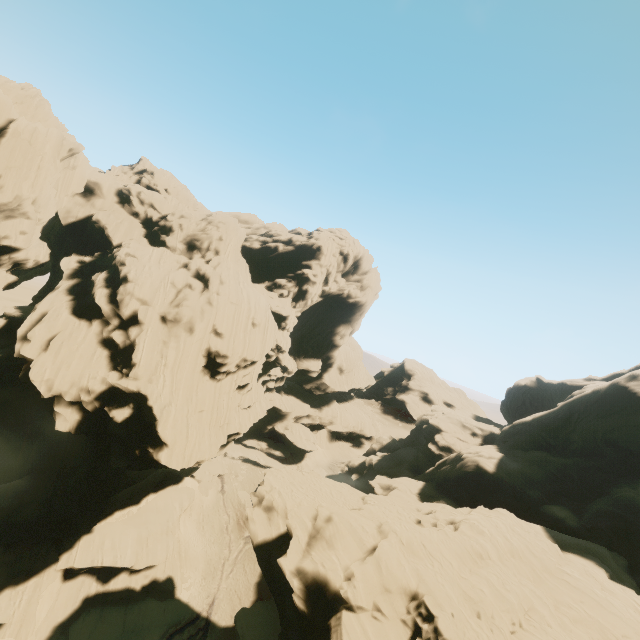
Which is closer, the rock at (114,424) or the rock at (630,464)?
the rock at (630,464)

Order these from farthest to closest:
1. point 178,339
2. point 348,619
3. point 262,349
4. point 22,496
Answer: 1. point 262,349
2. point 178,339
3. point 22,496
4. point 348,619

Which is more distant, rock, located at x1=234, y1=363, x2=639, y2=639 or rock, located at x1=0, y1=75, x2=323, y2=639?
rock, located at x1=0, y1=75, x2=323, y2=639
